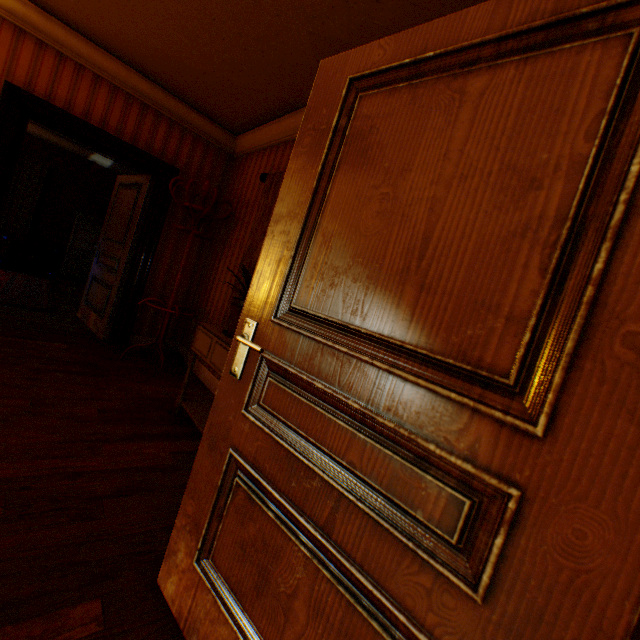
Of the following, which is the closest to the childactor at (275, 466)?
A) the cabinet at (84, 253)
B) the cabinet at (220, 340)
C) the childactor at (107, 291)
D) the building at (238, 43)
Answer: the building at (238, 43)

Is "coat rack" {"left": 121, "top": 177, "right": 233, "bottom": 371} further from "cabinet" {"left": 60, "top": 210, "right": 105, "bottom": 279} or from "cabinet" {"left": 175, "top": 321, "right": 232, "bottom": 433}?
"cabinet" {"left": 60, "top": 210, "right": 105, "bottom": 279}

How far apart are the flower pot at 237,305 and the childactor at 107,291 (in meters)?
2.47

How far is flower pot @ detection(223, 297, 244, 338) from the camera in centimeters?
249cm

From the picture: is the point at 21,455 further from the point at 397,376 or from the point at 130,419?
the point at 397,376

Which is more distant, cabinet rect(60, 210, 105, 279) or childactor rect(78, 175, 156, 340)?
cabinet rect(60, 210, 105, 279)

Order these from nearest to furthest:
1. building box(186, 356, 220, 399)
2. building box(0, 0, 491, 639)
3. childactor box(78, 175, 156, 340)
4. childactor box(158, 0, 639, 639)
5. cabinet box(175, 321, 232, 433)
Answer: childactor box(158, 0, 639, 639) < building box(0, 0, 491, 639) < cabinet box(175, 321, 232, 433) < building box(186, 356, 220, 399) < childactor box(78, 175, 156, 340)

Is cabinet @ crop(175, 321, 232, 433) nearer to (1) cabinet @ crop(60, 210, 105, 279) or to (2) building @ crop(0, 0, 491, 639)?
(2) building @ crop(0, 0, 491, 639)
